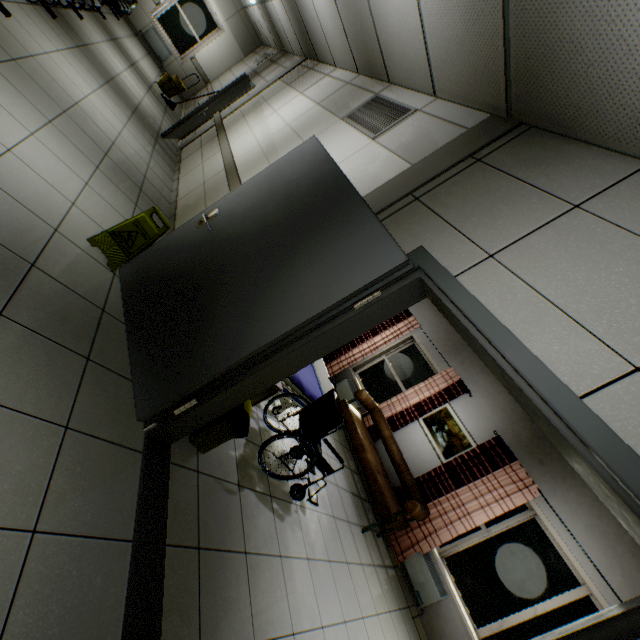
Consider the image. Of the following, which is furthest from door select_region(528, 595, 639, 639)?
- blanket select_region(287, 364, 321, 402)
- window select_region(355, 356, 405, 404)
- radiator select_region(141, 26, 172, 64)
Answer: radiator select_region(141, 26, 172, 64)

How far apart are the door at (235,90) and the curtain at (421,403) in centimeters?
683cm

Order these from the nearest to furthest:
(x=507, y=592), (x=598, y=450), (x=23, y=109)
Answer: (x=598, y=450) < (x=23, y=109) < (x=507, y=592)

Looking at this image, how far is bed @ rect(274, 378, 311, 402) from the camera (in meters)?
3.72

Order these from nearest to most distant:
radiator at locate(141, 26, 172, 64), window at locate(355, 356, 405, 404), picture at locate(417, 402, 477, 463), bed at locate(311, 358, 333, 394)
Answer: bed at locate(311, 358, 333, 394) < picture at locate(417, 402, 477, 463) < window at locate(355, 356, 405, 404) < radiator at locate(141, 26, 172, 64)

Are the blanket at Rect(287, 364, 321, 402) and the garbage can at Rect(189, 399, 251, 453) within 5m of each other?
yes

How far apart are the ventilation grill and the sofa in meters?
4.2

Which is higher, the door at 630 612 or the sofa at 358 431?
the door at 630 612
